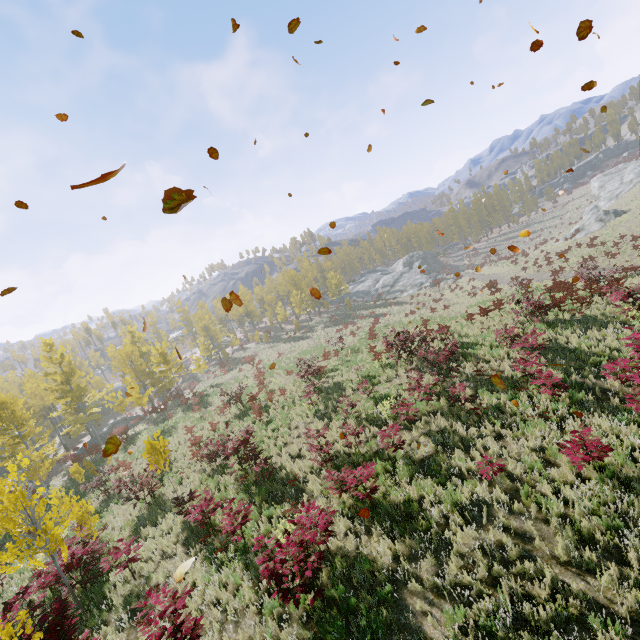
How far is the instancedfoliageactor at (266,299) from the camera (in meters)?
51.33

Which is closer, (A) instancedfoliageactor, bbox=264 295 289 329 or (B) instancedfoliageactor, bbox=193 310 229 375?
(B) instancedfoliageactor, bbox=193 310 229 375

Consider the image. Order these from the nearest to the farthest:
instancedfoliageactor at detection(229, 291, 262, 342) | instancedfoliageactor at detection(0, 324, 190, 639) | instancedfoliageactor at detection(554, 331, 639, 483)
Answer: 1. instancedfoliageactor at detection(554, 331, 639, 483)
2. instancedfoliageactor at detection(0, 324, 190, 639)
3. instancedfoliageactor at detection(229, 291, 262, 342)

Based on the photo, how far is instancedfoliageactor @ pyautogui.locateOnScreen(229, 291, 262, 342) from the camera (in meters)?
49.58

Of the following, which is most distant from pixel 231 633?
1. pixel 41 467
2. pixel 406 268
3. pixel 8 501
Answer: pixel 406 268
